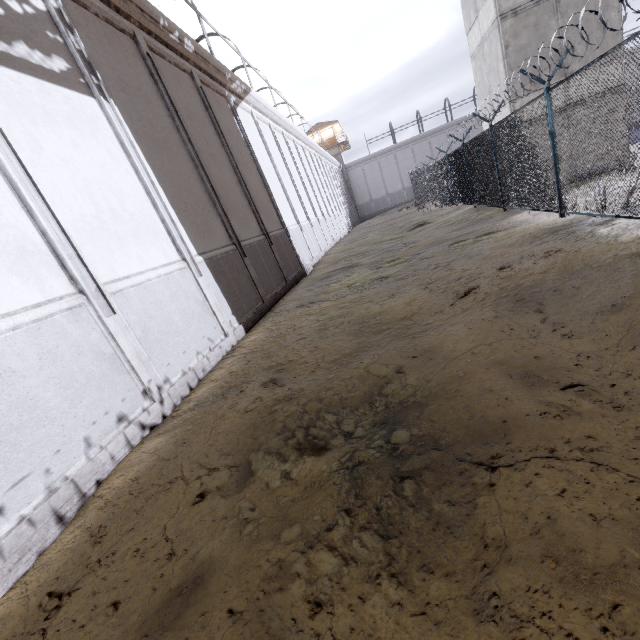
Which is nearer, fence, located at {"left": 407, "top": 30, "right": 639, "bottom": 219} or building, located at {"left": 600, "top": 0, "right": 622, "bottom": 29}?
fence, located at {"left": 407, "top": 30, "right": 639, "bottom": 219}

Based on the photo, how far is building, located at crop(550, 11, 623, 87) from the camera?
12.1 meters

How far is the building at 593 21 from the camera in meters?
12.1

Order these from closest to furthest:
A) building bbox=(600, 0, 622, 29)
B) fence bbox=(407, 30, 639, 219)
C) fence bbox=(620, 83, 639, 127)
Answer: fence bbox=(620, 83, 639, 127)
fence bbox=(407, 30, 639, 219)
building bbox=(600, 0, 622, 29)

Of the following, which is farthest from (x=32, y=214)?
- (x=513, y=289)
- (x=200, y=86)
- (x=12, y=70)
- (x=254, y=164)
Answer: (x=254, y=164)

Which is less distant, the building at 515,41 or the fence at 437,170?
Answer: the fence at 437,170
